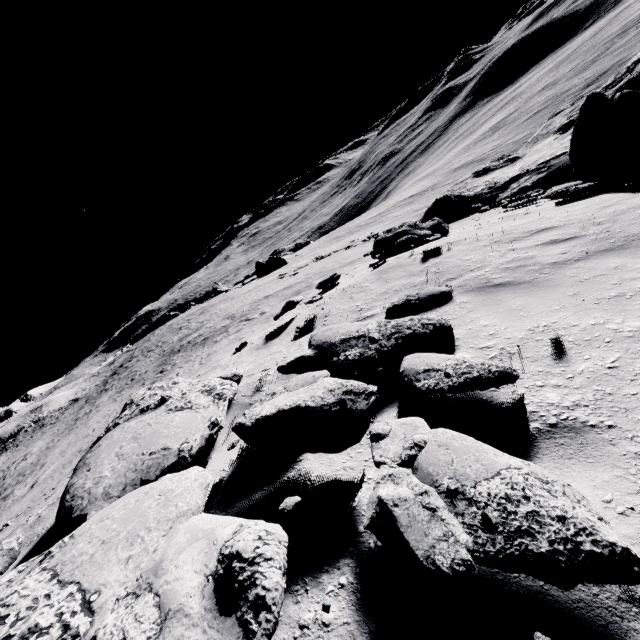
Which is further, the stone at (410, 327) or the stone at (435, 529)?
the stone at (410, 327)

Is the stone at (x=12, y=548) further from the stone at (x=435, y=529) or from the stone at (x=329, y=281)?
the stone at (x=329, y=281)

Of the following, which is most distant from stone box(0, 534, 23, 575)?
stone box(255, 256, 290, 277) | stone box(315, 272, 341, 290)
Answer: stone box(255, 256, 290, 277)

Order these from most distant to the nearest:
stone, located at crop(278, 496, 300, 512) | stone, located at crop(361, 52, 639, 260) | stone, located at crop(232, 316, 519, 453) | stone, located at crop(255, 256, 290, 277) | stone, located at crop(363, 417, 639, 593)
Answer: stone, located at crop(255, 256, 290, 277)
stone, located at crop(361, 52, 639, 260)
stone, located at crop(232, 316, 519, 453)
stone, located at crop(278, 496, 300, 512)
stone, located at crop(363, 417, 639, 593)

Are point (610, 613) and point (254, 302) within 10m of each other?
no

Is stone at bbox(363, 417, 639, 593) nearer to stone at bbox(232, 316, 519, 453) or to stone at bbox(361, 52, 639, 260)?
stone at bbox(232, 316, 519, 453)

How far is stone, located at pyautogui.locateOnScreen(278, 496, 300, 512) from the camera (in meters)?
2.16

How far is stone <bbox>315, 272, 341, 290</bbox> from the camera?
12.5m
